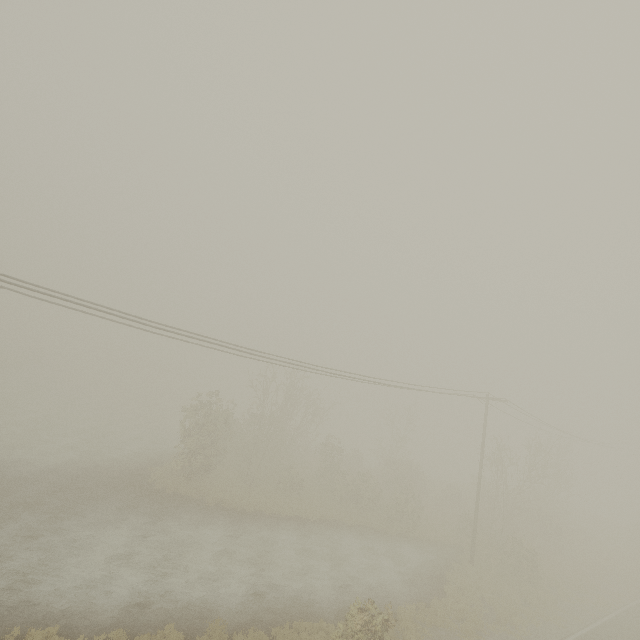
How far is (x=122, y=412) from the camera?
43.4 meters
